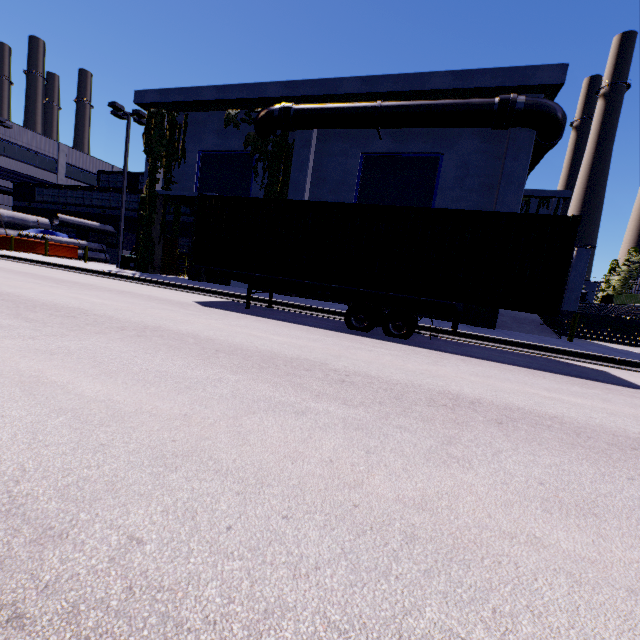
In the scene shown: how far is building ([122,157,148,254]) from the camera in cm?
3219

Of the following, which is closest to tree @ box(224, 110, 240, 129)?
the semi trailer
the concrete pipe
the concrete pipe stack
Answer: the concrete pipe stack

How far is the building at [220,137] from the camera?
13.20m

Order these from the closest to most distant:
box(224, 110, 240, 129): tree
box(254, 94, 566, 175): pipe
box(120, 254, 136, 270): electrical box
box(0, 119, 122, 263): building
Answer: box(254, 94, 566, 175): pipe < box(224, 110, 240, 129): tree < box(120, 254, 136, 270): electrical box < box(0, 119, 122, 263): building

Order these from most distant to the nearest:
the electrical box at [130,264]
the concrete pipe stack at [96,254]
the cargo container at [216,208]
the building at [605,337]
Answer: the concrete pipe stack at [96,254]
the electrical box at [130,264]
the building at [605,337]
the cargo container at [216,208]

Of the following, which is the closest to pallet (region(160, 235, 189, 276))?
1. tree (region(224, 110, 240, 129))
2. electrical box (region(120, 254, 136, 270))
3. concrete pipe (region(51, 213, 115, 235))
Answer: electrical box (region(120, 254, 136, 270))

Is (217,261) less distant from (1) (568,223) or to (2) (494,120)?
(1) (568,223)
